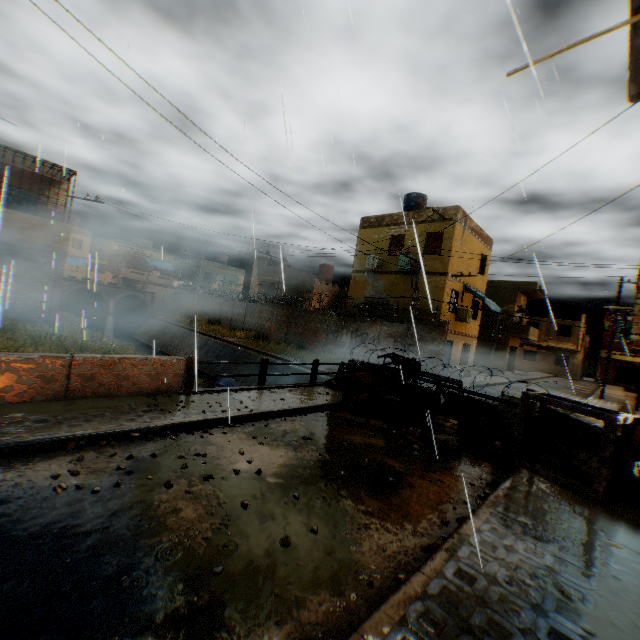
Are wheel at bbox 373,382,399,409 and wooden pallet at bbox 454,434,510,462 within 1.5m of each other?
no

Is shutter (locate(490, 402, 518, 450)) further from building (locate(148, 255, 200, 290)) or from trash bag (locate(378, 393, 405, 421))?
trash bag (locate(378, 393, 405, 421))

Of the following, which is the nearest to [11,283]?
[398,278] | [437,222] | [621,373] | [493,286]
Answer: [398,278]

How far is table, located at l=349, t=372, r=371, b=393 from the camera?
10.8 meters

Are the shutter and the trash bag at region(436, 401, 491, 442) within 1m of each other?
yes

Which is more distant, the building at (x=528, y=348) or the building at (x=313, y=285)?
the building at (x=528, y=348)

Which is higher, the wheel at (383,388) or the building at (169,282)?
the building at (169,282)

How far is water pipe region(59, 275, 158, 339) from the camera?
31.3 meters
